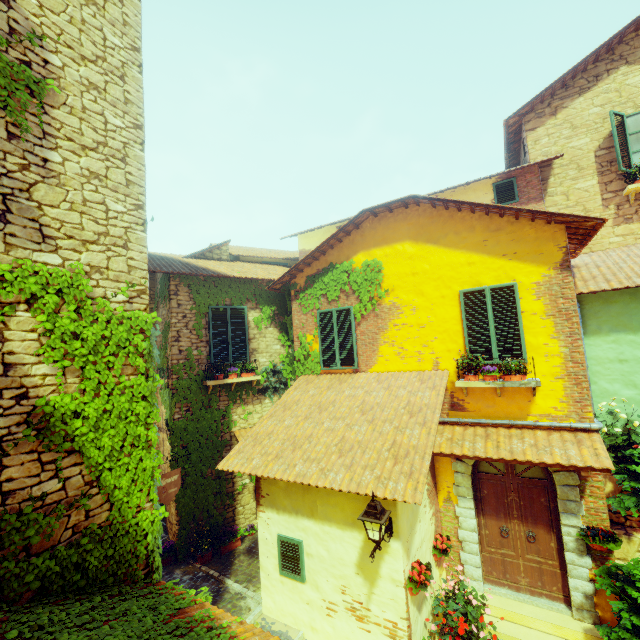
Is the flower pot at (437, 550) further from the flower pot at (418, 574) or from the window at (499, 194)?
the window at (499, 194)

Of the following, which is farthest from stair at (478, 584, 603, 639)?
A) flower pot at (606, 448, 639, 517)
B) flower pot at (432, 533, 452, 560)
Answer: flower pot at (432, 533, 452, 560)

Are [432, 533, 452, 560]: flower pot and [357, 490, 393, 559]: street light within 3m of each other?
yes

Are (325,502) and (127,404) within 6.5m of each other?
yes

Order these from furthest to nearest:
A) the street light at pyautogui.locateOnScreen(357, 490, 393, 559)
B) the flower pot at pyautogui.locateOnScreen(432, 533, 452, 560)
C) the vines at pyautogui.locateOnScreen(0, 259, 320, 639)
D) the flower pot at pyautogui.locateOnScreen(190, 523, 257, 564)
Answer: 1. the flower pot at pyautogui.locateOnScreen(190, 523, 257, 564)
2. the flower pot at pyautogui.locateOnScreen(432, 533, 452, 560)
3. the street light at pyautogui.locateOnScreen(357, 490, 393, 559)
4. the vines at pyautogui.locateOnScreen(0, 259, 320, 639)

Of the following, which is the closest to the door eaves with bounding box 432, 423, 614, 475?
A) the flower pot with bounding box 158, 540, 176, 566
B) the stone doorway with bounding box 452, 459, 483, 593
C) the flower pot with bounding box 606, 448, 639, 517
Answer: the stone doorway with bounding box 452, 459, 483, 593

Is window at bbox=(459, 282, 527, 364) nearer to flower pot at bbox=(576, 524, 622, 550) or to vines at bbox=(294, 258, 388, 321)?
vines at bbox=(294, 258, 388, 321)

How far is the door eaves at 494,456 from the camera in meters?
5.5 m
